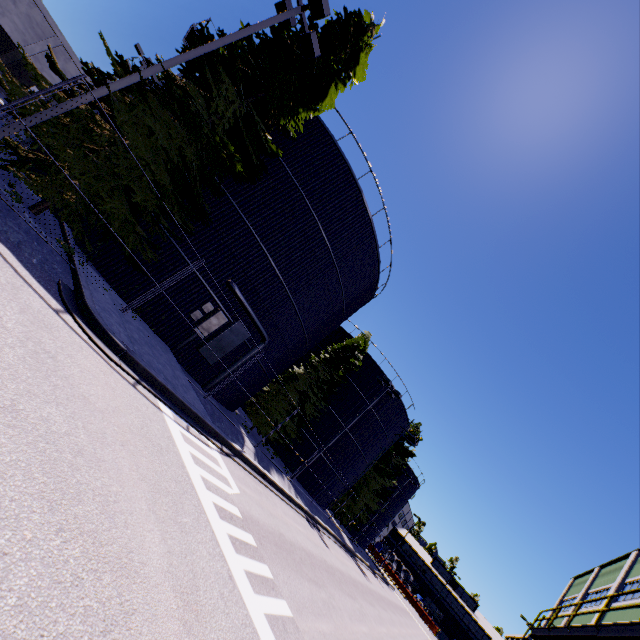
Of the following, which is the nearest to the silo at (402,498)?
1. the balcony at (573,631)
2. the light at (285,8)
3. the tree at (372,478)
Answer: the tree at (372,478)

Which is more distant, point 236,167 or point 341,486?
point 341,486

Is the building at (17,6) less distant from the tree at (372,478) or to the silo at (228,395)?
the tree at (372,478)

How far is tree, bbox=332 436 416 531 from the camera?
38.56m

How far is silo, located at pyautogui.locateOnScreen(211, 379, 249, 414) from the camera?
16.64m

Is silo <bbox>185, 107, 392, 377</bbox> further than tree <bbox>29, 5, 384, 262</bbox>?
Yes

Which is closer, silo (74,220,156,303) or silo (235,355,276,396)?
silo (74,220,156,303)
